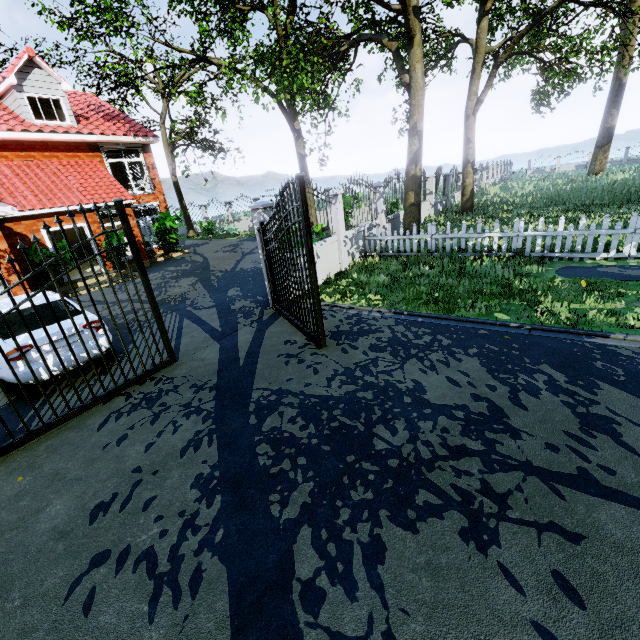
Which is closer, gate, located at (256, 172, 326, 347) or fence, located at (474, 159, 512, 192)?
gate, located at (256, 172, 326, 347)

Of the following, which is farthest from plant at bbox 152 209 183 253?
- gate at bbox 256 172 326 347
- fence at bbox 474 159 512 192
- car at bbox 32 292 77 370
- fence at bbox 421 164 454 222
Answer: fence at bbox 474 159 512 192

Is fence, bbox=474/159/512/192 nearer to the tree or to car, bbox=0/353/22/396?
the tree

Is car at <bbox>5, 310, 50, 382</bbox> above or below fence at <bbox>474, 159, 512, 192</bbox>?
below

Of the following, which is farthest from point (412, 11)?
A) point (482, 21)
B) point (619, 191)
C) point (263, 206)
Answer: point (619, 191)

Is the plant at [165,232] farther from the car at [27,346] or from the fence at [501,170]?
A: the fence at [501,170]

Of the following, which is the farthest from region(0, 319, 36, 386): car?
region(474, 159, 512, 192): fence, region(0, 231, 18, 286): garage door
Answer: region(474, 159, 512, 192): fence

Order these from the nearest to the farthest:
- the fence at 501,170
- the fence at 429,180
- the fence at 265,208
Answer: the fence at 265,208, the fence at 429,180, the fence at 501,170
